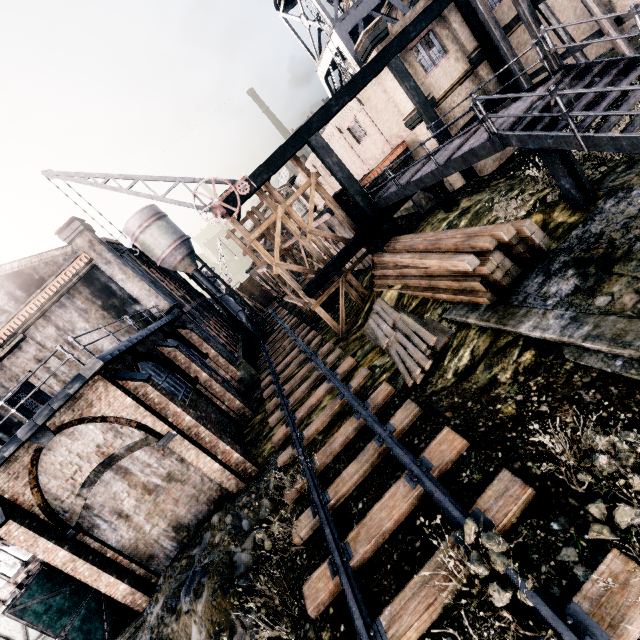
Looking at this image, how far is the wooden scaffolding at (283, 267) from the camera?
17.6 meters

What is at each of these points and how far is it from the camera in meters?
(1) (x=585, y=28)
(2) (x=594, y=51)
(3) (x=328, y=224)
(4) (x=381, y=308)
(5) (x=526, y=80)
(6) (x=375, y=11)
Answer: (1) building, 20.5
(2) building, 20.9
(3) building, 24.2
(4) wood pile, 15.8
(5) wooden scaffolding, 17.7
(6) water tower, 26.8

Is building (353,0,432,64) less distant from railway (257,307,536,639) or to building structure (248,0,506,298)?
building structure (248,0,506,298)

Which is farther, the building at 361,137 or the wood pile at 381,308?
the building at 361,137

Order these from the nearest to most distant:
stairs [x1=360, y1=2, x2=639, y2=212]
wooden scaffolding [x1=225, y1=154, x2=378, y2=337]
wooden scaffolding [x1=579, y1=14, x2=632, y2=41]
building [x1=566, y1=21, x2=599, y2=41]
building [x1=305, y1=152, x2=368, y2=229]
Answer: stairs [x1=360, y1=2, x2=639, y2=212], wooden scaffolding [x1=579, y1=14, x2=632, y2=41], wooden scaffolding [x1=225, y1=154, x2=378, y2=337], building [x1=566, y1=21, x2=599, y2=41], building [x1=305, y1=152, x2=368, y2=229]

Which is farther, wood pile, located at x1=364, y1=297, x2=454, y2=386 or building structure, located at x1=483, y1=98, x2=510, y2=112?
building structure, located at x1=483, y1=98, x2=510, y2=112

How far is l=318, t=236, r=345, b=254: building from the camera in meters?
26.2
